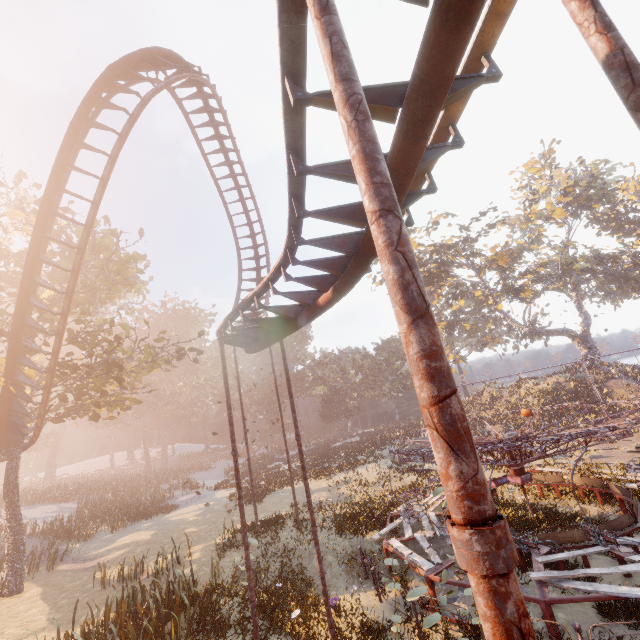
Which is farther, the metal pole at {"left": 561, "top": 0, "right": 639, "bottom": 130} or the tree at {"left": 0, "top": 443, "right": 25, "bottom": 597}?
the tree at {"left": 0, "top": 443, "right": 25, "bottom": 597}

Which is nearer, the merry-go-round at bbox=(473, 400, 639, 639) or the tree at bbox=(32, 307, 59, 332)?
the merry-go-round at bbox=(473, 400, 639, 639)

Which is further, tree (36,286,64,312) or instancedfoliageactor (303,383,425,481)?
instancedfoliageactor (303,383,425,481)

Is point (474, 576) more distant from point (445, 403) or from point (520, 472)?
point (520, 472)

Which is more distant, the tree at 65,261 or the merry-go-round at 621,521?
the tree at 65,261

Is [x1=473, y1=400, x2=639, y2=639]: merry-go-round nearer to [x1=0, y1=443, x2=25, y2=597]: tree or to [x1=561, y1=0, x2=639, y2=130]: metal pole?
[x1=561, y1=0, x2=639, y2=130]: metal pole

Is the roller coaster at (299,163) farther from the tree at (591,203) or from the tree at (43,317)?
the tree at (591,203)
